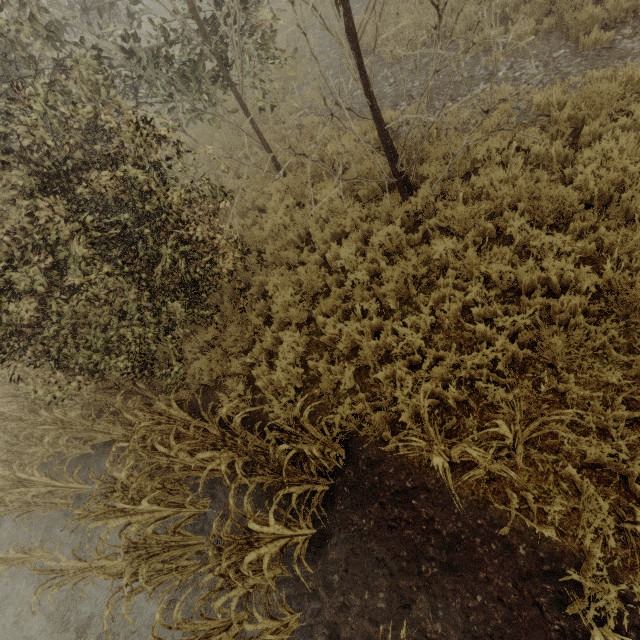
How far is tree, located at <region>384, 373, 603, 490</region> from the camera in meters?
2.6

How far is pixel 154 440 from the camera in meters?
4.4

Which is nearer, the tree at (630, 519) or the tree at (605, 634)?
the tree at (605, 634)

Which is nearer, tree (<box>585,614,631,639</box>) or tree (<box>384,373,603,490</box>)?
tree (<box>585,614,631,639</box>)
